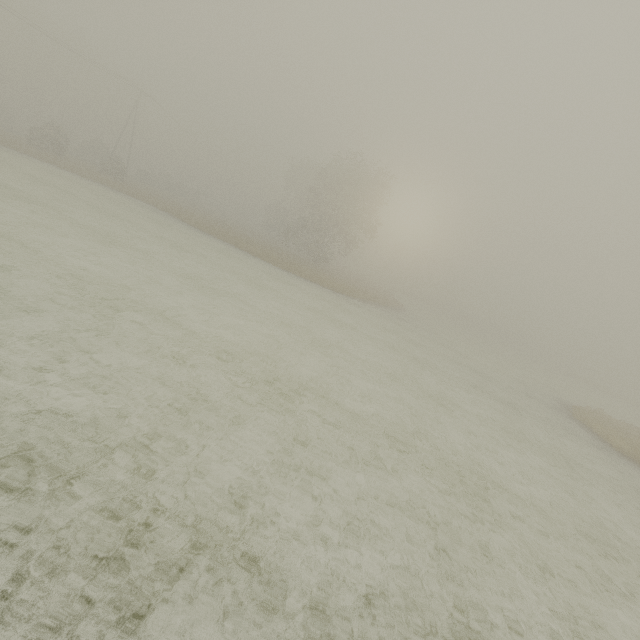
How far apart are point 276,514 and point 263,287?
15.43m

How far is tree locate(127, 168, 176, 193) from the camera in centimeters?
5044cm

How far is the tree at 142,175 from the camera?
50.4m

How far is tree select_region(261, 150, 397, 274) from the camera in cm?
3672

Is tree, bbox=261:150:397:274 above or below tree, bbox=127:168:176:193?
above

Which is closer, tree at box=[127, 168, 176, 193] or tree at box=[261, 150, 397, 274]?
tree at box=[261, 150, 397, 274]

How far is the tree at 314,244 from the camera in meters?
36.7 m
